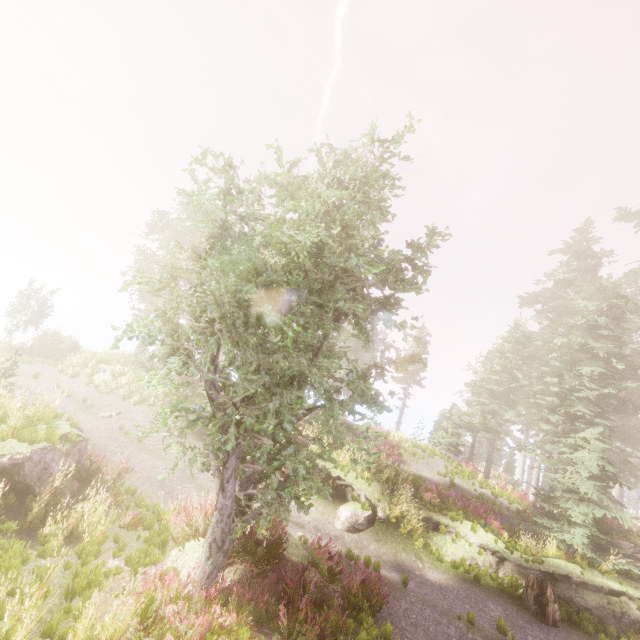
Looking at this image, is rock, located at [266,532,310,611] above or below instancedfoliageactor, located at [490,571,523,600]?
above

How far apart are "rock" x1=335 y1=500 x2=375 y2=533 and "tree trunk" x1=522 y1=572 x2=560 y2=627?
5.5m

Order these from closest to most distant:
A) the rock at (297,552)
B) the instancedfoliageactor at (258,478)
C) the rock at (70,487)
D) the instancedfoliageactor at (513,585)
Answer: the instancedfoliageactor at (258,478) < the rock at (297,552) < the rock at (70,487) < the instancedfoliageactor at (513,585)

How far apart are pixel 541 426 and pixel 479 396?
6.0 meters

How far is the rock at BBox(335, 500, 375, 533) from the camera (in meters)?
13.12

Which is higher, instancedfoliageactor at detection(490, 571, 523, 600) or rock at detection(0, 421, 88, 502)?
rock at detection(0, 421, 88, 502)

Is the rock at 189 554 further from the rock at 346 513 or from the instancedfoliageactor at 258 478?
the rock at 346 513

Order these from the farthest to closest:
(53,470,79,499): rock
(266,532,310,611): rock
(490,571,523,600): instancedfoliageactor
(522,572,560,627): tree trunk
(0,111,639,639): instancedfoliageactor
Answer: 1. (490,571,523,600): instancedfoliageactor
2. (522,572,560,627): tree trunk
3. (53,470,79,499): rock
4. (266,532,310,611): rock
5. (0,111,639,639): instancedfoliageactor
